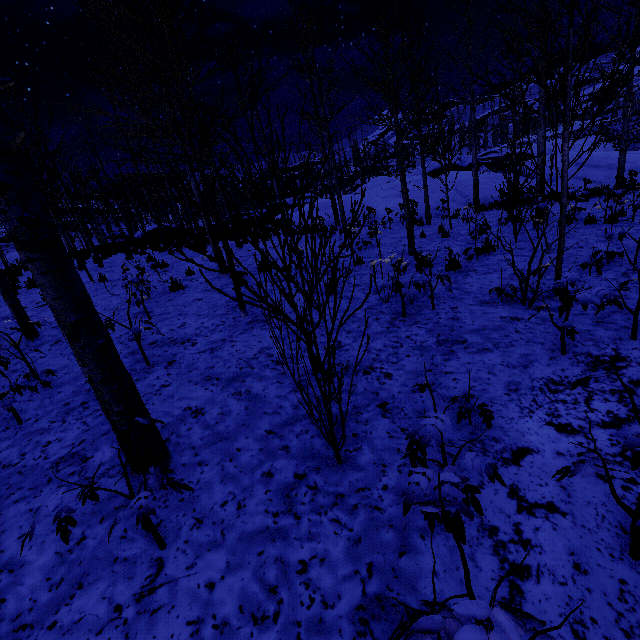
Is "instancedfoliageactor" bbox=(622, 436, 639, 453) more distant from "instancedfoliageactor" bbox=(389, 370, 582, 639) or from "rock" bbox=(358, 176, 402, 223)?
"rock" bbox=(358, 176, 402, 223)

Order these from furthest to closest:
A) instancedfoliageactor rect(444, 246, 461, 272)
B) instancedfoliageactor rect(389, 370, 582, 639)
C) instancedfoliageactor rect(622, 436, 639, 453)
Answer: instancedfoliageactor rect(444, 246, 461, 272) < instancedfoliageactor rect(622, 436, 639, 453) < instancedfoliageactor rect(389, 370, 582, 639)

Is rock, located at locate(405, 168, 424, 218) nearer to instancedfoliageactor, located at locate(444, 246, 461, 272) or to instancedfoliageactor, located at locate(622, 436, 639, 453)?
instancedfoliageactor, located at locate(622, 436, 639, 453)

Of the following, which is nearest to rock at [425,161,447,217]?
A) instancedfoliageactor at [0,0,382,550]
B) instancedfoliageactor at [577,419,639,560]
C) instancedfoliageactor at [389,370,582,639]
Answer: instancedfoliageactor at [577,419,639,560]

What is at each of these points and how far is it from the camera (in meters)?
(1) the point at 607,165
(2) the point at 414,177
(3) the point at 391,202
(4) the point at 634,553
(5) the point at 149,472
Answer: (1) rock, 20.47
(2) rock, 25.53
(3) rock, 20.77
(4) instancedfoliageactor, 1.75
(5) instancedfoliageactor, 2.64

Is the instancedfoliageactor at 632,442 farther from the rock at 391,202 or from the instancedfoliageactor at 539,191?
the instancedfoliageactor at 539,191

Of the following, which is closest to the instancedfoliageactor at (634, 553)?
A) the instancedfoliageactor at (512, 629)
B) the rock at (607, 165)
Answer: the instancedfoliageactor at (512, 629)

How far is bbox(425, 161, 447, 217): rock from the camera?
17.62m
